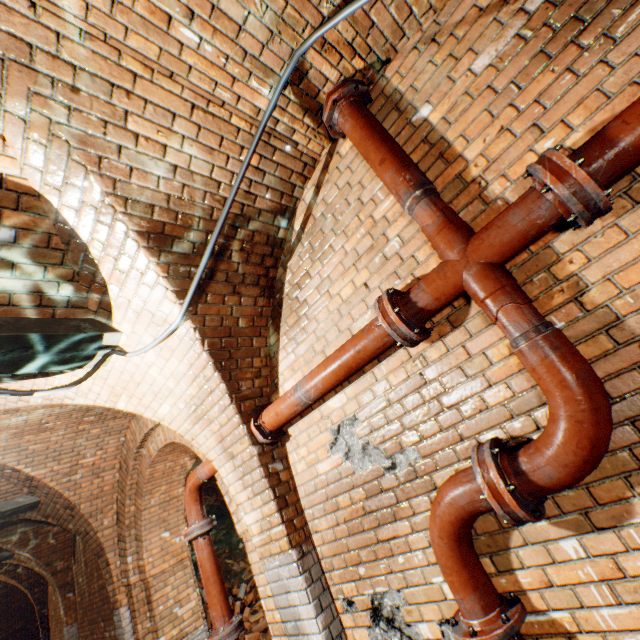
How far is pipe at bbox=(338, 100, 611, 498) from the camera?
1.35m

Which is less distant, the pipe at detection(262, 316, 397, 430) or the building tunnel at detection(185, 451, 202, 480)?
the pipe at detection(262, 316, 397, 430)

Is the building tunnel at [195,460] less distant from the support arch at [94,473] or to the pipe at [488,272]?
the support arch at [94,473]

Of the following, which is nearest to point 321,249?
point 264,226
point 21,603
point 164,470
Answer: point 264,226

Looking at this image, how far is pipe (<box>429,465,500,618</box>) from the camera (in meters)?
1.61

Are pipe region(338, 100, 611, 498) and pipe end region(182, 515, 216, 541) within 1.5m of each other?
no

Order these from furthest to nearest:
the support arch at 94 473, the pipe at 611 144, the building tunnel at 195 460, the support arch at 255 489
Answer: the building tunnel at 195 460, the support arch at 94 473, the support arch at 255 489, the pipe at 611 144

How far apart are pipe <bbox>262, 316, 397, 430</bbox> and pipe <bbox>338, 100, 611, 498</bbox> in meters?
0.2
